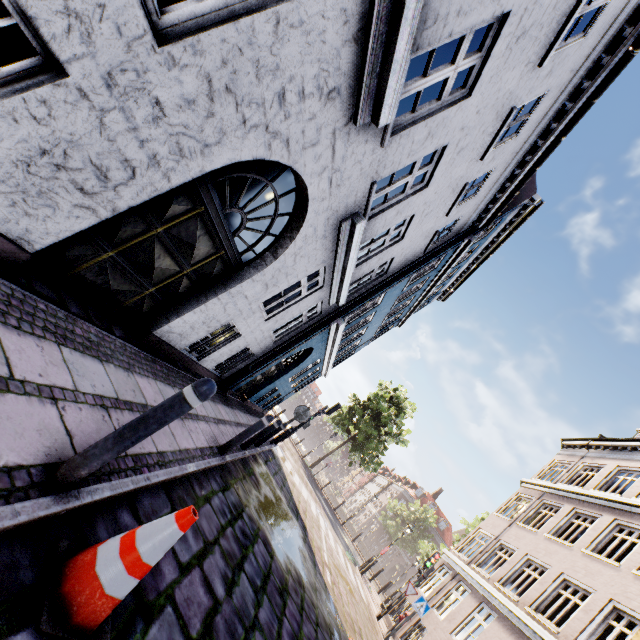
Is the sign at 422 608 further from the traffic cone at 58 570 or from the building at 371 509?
the building at 371 509

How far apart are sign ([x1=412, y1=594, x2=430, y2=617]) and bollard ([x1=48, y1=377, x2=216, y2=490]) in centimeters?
1389cm

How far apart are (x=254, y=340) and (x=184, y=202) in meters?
5.1 m

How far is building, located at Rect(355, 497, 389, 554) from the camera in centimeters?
5266cm

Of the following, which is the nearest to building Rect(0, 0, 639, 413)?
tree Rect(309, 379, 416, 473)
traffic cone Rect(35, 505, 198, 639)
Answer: traffic cone Rect(35, 505, 198, 639)

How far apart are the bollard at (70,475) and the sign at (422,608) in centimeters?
1389cm

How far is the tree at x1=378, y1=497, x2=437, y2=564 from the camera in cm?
2881

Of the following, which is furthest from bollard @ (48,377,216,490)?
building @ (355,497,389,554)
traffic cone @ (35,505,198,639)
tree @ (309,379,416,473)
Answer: building @ (355,497,389,554)
